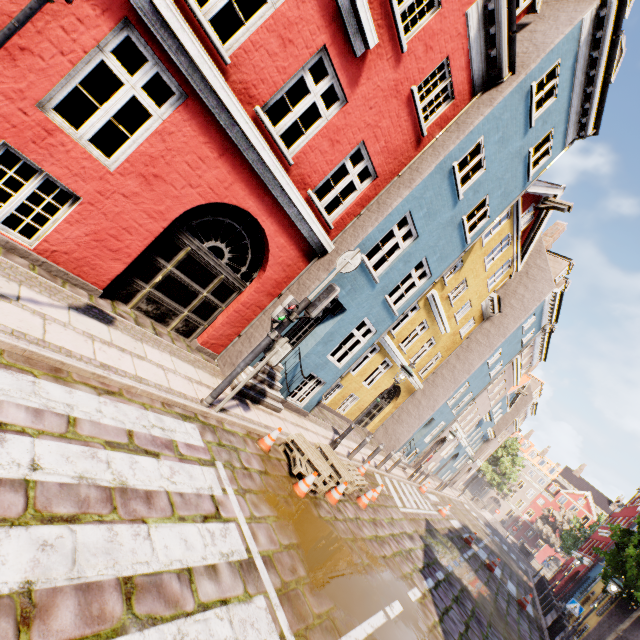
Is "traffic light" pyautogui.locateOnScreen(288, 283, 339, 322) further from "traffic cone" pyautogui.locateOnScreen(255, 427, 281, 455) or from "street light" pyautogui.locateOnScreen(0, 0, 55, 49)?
"street light" pyautogui.locateOnScreen(0, 0, 55, 49)

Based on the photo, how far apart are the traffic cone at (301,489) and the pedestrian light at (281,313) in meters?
2.8

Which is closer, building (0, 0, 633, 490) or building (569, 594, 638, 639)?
building (0, 0, 633, 490)

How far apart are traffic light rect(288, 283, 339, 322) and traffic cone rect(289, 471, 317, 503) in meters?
3.1 m

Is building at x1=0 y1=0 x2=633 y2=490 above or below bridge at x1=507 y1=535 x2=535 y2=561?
above

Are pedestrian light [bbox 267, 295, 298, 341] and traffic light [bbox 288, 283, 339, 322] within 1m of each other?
yes

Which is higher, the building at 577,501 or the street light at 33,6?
the building at 577,501

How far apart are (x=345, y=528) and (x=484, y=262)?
14.0 meters
